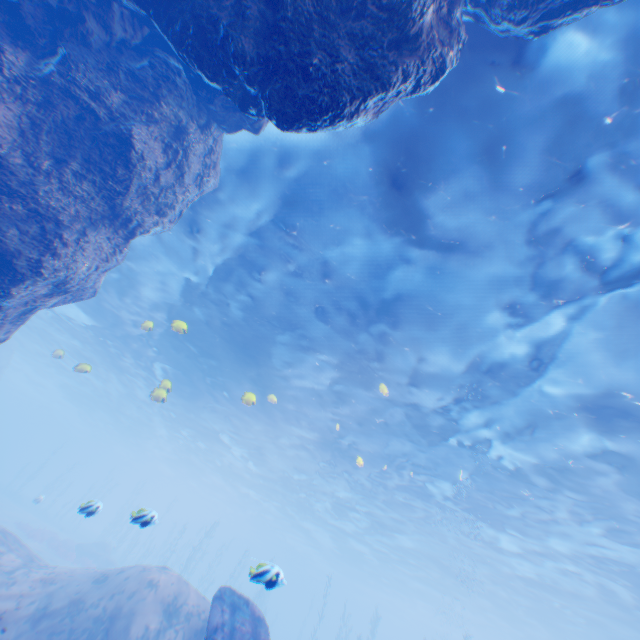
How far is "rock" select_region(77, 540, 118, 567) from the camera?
27.8m

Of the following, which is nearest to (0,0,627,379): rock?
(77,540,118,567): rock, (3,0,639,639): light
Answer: (3,0,639,639): light

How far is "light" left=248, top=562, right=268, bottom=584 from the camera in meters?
5.9

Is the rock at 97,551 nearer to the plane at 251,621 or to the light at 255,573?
the light at 255,573

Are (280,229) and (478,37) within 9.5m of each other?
yes

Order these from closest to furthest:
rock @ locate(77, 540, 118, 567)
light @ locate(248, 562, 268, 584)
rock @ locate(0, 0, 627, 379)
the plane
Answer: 1. rock @ locate(0, 0, 627, 379)
2. light @ locate(248, 562, 268, 584)
3. the plane
4. rock @ locate(77, 540, 118, 567)

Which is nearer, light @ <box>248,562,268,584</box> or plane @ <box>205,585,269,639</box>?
light @ <box>248,562,268,584</box>
